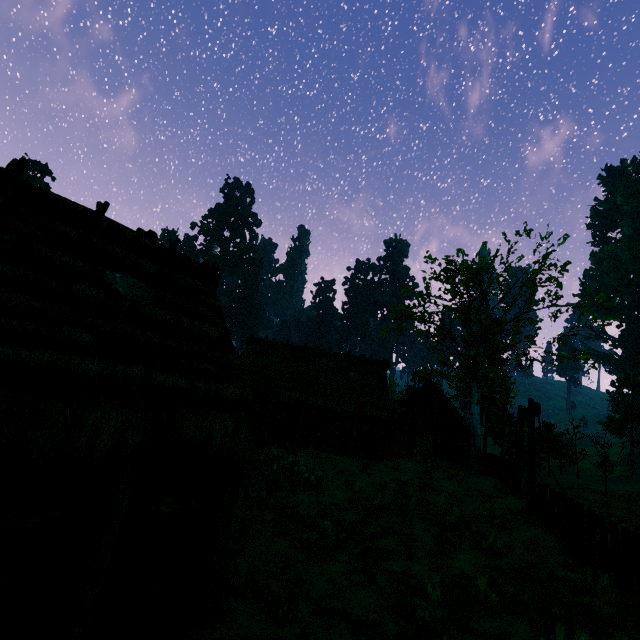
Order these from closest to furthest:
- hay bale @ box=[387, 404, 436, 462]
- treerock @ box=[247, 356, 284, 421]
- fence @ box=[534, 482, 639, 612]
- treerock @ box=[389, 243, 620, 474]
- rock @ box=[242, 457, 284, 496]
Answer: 1. fence @ box=[534, 482, 639, 612]
2. rock @ box=[242, 457, 284, 496]
3. treerock @ box=[389, 243, 620, 474]
4. treerock @ box=[247, 356, 284, 421]
5. hay bale @ box=[387, 404, 436, 462]

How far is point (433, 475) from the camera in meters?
15.7 m

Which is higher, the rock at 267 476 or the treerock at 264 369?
the treerock at 264 369

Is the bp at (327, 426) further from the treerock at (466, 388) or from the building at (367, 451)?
the treerock at (466, 388)

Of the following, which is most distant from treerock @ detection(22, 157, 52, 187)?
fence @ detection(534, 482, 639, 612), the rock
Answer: fence @ detection(534, 482, 639, 612)

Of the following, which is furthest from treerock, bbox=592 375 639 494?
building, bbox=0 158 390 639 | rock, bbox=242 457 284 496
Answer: rock, bbox=242 457 284 496

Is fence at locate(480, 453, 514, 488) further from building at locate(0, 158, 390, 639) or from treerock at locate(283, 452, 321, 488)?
building at locate(0, 158, 390, 639)

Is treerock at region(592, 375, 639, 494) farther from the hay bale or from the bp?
the bp
